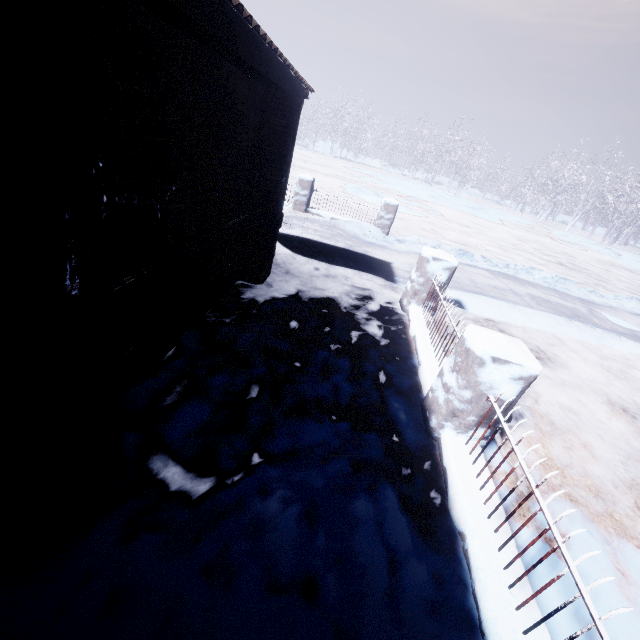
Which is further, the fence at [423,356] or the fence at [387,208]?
the fence at [387,208]

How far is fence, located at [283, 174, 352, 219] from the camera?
8.6 meters

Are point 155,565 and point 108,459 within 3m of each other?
yes

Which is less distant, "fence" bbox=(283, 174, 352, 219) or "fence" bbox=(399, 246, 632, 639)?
"fence" bbox=(399, 246, 632, 639)
